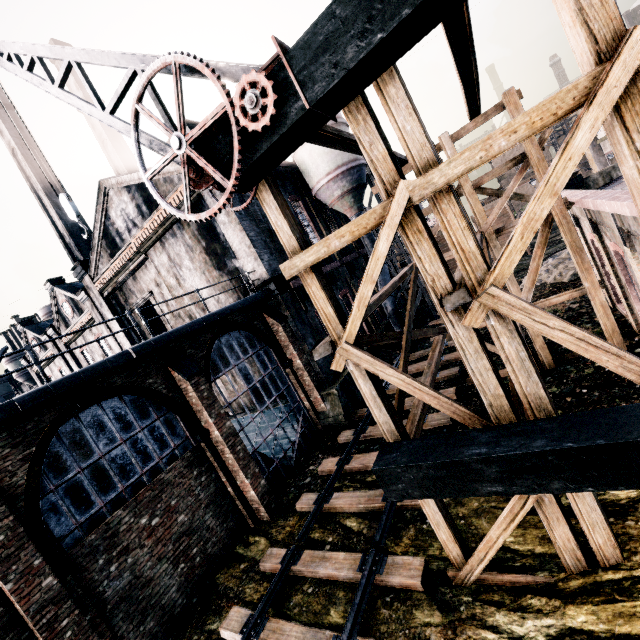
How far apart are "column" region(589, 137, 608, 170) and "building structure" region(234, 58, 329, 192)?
53.96m

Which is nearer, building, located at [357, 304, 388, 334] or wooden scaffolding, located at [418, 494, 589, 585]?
wooden scaffolding, located at [418, 494, 589, 585]

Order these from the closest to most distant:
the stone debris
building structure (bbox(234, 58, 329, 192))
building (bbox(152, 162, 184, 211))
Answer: building structure (bbox(234, 58, 329, 192)), building (bbox(152, 162, 184, 211)), the stone debris

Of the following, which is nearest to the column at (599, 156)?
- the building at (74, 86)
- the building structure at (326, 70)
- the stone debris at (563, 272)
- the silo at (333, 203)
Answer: the stone debris at (563, 272)

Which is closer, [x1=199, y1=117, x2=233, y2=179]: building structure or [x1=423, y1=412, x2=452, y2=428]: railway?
[x1=199, y1=117, x2=233, y2=179]: building structure

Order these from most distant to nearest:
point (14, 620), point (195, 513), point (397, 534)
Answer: point (195, 513) < point (397, 534) < point (14, 620)

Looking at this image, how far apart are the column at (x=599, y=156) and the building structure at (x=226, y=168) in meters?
54.0

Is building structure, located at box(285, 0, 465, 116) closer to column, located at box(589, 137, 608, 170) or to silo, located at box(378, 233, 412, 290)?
silo, located at box(378, 233, 412, 290)
